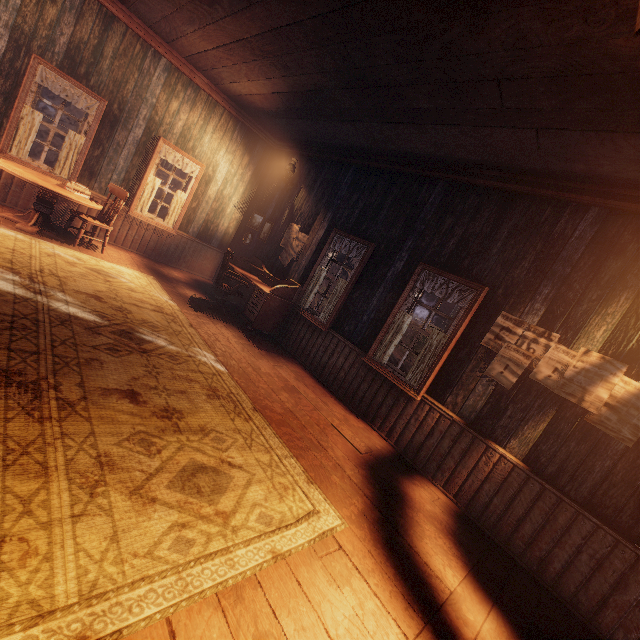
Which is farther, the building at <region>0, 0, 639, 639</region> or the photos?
the photos

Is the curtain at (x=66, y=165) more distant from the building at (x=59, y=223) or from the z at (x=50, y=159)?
the z at (x=50, y=159)

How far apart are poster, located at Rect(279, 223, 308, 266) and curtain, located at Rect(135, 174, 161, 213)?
2.9m

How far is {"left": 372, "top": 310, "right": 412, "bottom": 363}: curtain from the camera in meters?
4.7

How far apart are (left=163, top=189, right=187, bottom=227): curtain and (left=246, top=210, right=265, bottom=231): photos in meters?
1.5

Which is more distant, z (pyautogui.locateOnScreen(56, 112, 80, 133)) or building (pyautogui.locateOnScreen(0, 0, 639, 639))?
z (pyautogui.locateOnScreen(56, 112, 80, 133))

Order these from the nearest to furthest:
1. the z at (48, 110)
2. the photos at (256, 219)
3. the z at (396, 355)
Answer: the photos at (256, 219) → the z at (396, 355) → the z at (48, 110)

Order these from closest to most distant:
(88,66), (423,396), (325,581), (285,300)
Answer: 1. (325,581)
2. (423,396)
3. (88,66)
4. (285,300)
